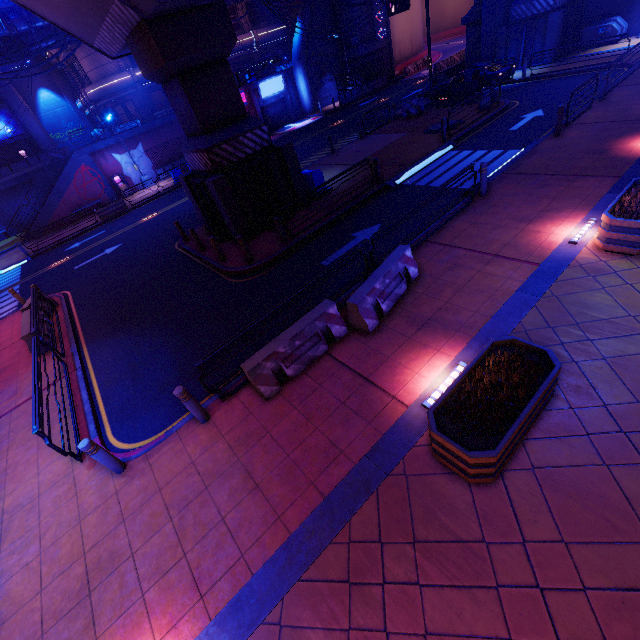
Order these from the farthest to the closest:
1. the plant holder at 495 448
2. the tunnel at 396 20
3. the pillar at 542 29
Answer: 1. the tunnel at 396 20
2. the pillar at 542 29
3. the plant holder at 495 448

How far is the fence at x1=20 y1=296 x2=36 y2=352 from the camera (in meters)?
10.84

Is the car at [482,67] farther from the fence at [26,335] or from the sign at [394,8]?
the fence at [26,335]

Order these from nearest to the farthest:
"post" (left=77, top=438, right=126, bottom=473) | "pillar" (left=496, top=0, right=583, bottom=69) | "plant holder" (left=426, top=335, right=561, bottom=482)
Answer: "plant holder" (left=426, top=335, right=561, bottom=482) → "post" (left=77, top=438, right=126, bottom=473) → "pillar" (left=496, top=0, right=583, bottom=69)

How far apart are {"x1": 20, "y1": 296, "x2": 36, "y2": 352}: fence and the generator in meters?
36.3

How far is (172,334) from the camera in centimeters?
1025cm

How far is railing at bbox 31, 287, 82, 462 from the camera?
6.6m

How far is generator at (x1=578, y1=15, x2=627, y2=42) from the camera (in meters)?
21.14
